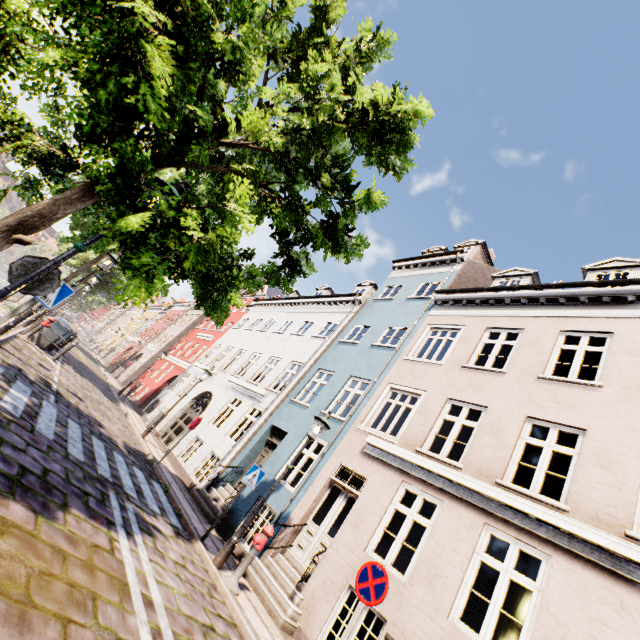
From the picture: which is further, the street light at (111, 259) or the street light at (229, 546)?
the street light at (111, 259)

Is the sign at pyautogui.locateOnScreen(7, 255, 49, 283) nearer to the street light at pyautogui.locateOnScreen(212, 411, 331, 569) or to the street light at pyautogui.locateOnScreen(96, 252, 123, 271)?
the street light at pyautogui.locateOnScreen(212, 411, 331, 569)

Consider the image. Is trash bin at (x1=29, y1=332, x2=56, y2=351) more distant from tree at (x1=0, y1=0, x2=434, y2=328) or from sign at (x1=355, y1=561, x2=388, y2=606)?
sign at (x1=355, y1=561, x2=388, y2=606)

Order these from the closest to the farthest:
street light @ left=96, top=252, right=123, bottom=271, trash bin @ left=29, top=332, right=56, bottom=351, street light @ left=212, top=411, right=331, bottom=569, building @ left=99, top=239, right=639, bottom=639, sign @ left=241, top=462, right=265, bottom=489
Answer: building @ left=99, top=239, right=639, bottom=639 < street light @ left=212, top=411, right=331, bottom=569 < sign @ left=241, top=462, right=265, bottom=489 < street light @ left=96, top=252, right=123, bottom=271 < trash bin @ left=29, top=332, right=56, bottom=351

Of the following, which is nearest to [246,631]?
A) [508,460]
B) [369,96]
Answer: [508,460]

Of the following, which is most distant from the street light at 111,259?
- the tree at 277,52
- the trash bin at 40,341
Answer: the trash bin at 40,341

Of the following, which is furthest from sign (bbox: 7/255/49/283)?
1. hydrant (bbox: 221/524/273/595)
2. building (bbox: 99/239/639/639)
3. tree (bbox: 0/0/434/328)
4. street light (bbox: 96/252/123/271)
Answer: building (bbox: 99/239/639/639)

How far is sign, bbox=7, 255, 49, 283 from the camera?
4.0m
